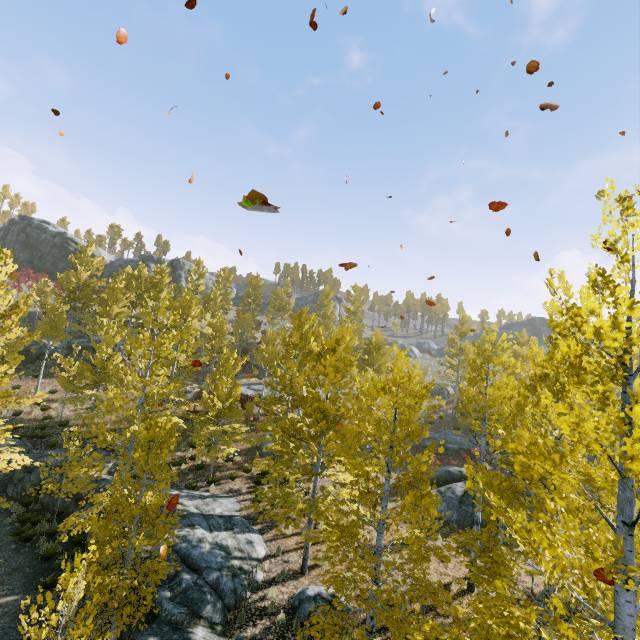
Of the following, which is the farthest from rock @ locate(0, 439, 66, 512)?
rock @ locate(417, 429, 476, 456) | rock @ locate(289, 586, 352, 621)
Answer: rock @ locate(417, 429, 476, 456)

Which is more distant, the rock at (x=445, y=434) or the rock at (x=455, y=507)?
the rock at (x=445, y=434)

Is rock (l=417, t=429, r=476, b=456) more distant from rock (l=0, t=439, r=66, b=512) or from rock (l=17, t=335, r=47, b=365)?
rock (l=17, t=335, r=47, b=365)

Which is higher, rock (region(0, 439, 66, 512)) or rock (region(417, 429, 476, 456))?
rock (region(417, 429, 476, 456))

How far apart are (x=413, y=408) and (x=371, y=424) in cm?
112

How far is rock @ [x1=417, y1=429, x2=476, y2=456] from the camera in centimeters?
2825cm

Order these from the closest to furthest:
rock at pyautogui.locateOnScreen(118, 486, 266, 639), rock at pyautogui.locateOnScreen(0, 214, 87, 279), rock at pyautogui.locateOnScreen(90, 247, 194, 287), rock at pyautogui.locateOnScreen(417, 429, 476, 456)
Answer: rock at pyautogui.locateOnScreen(118, 486, 266, 639)
rock at pyautogui.locateOnScreen(417, 429, 476, 456)
rock at pyautogui.locateOnScreen(0, 214, 87, 279)
rock at pyautogui.locateOnScreen(90, 247, 194, 287)

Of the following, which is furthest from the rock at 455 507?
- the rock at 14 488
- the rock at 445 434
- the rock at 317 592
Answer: the rock at 317 592
